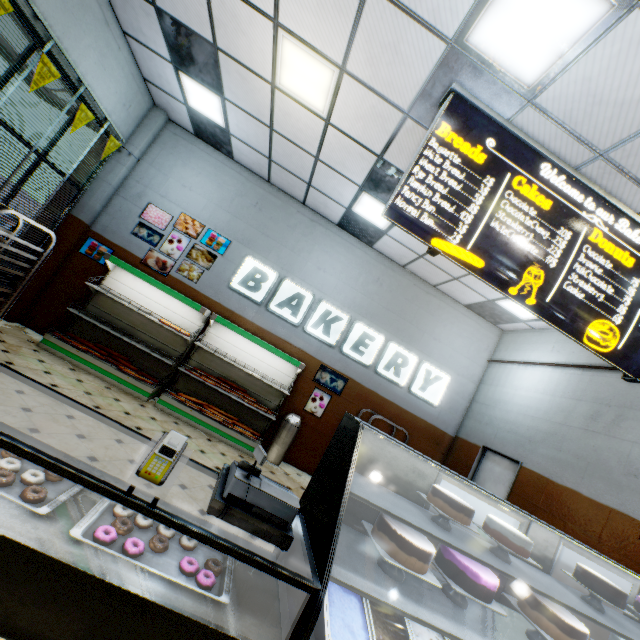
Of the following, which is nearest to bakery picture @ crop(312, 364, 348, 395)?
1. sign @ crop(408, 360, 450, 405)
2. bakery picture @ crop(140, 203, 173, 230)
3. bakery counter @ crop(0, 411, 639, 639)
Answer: sign @ crop(408, 360, 450, 405)

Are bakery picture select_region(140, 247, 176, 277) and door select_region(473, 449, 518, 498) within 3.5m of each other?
no

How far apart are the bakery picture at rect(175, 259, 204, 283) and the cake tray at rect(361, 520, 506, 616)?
5.9 meters

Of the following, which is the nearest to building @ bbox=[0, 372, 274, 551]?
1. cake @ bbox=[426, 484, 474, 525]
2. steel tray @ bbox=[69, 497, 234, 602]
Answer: steel tray @ bbox=[69, 497, 234, 602]

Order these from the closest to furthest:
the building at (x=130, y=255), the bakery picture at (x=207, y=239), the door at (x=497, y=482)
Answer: the building at (x=130, y=255), the door at (x=497, y=482), the bakery picture at (x=207, y=239)

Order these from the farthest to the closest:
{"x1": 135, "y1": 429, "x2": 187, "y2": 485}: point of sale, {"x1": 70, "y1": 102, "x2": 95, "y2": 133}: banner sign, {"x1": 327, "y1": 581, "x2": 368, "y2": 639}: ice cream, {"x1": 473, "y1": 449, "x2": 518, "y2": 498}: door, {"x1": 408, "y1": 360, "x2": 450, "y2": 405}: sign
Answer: {"x1": 408, "y1": 360, "x2": 450, "y2": 405}: sign, {"x1": 473, "y1": 449, "x2": 518, "y2": 498}: door, {"x1": 70, "y1": 102, "x2": 95, "y2": 133}: banner sign, {"x1": 327, "y1": 581, "x2": 368, "y2": 639}: ice cream, {"x1": 135, "y1": 429, "x2": 187, "y2": 485}: point of sale

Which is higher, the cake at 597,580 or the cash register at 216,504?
the cake at 597,580

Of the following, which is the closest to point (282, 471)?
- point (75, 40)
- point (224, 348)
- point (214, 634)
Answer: point (224, 348)
